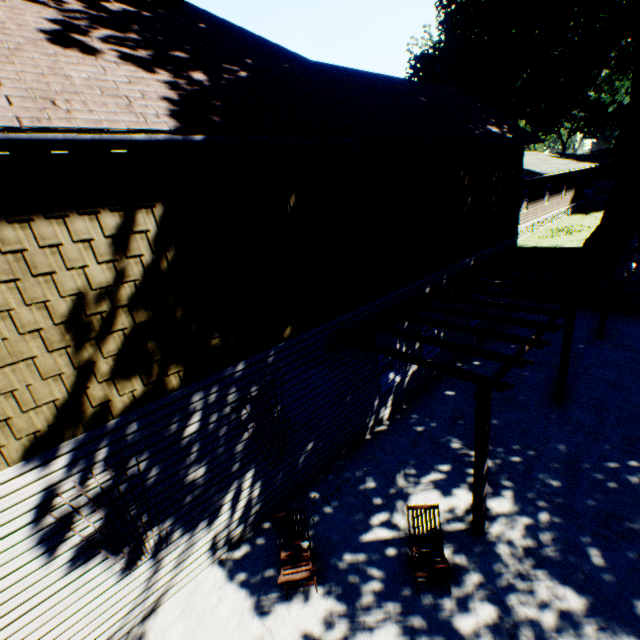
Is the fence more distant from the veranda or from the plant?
the veranda

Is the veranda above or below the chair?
above

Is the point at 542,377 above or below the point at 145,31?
below

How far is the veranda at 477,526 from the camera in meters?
5.0 m

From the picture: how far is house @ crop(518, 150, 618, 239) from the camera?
24.3 meters

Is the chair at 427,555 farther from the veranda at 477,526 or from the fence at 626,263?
the fence at 626,263

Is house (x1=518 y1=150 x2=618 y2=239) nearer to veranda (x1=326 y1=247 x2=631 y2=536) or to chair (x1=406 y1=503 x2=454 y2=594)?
veranda (x1=326 y1=247 x2=631 y2=536)

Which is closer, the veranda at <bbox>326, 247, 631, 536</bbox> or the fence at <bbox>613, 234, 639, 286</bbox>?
the veranda at <bbox>326, 247, 631, 536</bbox>
